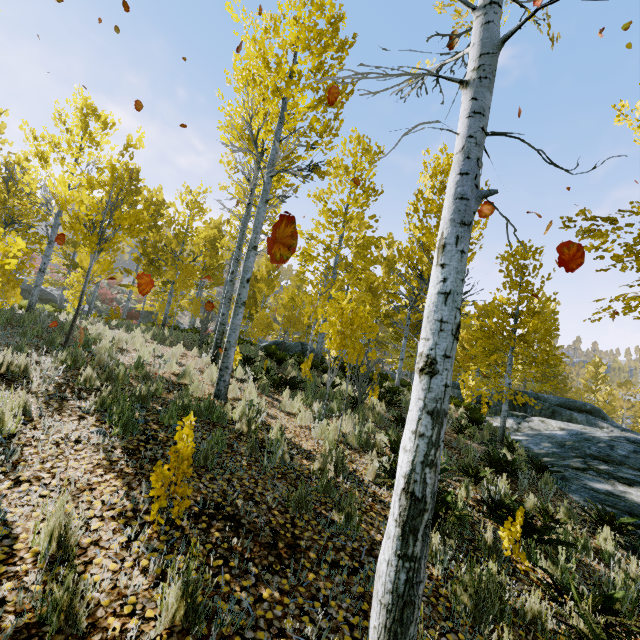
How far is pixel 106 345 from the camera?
7.6m

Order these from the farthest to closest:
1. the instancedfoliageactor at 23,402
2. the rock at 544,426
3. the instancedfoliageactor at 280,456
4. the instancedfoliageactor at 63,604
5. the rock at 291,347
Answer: the rock at 291,347 < the rock at 544,426 < the instancedfoliageactor at 280,456 < the instancedfoliageactor at 23,402 < the instancedfoliageactor at 63,604

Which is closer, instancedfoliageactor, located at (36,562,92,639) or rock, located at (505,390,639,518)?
instancedfoliageactor, located at (36,562,92,639)

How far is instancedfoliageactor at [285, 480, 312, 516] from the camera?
3.4m

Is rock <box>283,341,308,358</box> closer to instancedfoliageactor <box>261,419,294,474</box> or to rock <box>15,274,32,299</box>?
instancedfoliageactor <box>261,419,294,474</box>

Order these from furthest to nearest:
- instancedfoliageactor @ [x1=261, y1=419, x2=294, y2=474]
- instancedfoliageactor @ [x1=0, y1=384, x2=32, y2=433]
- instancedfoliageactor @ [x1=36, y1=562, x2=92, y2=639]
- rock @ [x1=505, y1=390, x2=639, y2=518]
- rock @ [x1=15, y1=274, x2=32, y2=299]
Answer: →
rock @ [x1=15, y1=274, x2=32, y2=299]
rock @ [x1=505, y1=390, x2=639, y2=518]
instancedfoliageactor @ [x1=261, y1=419, x2=294, y2=474]
instancedfoliageactor @ [x1=0, y1=384, x2=32, y2=433]
instancedfoliageactor @ [x1=36, y1=562, x2=92, y2=639]

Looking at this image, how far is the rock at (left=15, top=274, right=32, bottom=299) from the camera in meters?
24.3 m

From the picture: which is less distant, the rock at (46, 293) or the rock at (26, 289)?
the rock at (26, 289)
